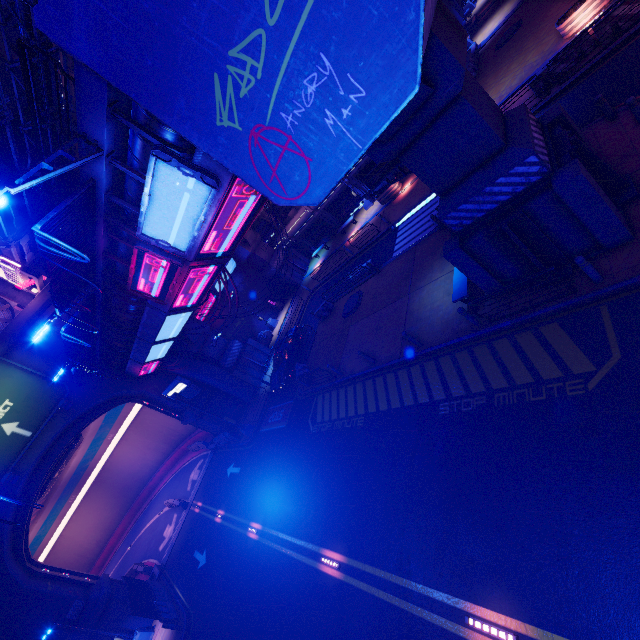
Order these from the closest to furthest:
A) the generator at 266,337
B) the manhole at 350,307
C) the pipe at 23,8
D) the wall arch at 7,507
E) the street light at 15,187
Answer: the street light at 15,187 < the pipe at 23,8 < the wall arch at 7,507 < the manhole at 350,307 < the generator at 266,337

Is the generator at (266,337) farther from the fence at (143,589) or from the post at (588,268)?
the post at (588,268)

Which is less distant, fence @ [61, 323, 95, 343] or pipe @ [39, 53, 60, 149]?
fence @ [61, 323, 95, 343]

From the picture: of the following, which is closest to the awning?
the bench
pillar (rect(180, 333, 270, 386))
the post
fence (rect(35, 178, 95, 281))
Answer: pillar (rect(180, 333, 270, 386))

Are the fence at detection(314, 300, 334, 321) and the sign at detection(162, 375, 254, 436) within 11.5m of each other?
yes

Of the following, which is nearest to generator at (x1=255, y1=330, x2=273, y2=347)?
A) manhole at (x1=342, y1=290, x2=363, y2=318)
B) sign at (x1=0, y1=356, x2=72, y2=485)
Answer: manhole at (x1=342, y1=290, x2=363, y2=318)

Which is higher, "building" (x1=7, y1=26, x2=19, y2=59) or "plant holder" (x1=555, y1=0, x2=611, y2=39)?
"building" (x1=7, y1=26, x2=19, y2=59)

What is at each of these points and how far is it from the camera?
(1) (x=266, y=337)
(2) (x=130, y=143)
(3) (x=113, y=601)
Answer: (1) generator, 33.8 meters
(2) walkway, 8.4 meters
(3) wall arch, 21.2 meters
